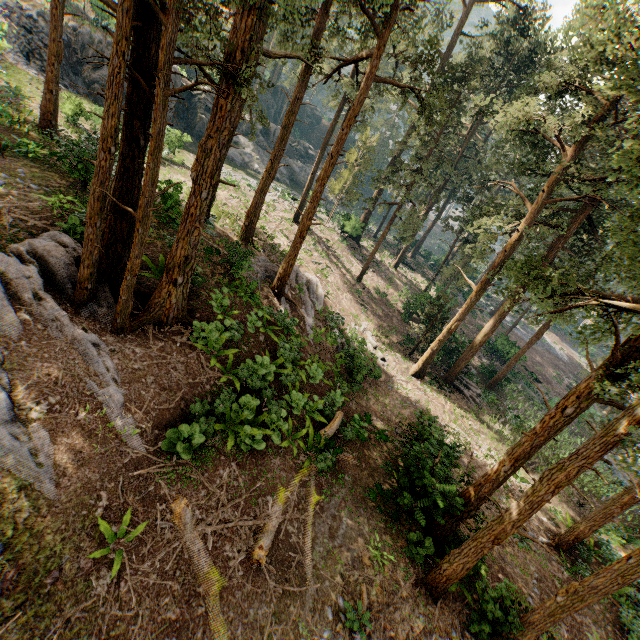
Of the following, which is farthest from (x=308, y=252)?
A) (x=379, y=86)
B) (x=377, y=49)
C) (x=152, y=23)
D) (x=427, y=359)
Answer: (x=152, y=23)

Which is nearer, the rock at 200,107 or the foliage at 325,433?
the foliage at 325,433

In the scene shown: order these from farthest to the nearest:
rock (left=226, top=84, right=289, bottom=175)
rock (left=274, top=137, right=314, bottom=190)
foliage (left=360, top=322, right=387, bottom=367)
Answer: rock (left=274, top=137, right=314, bottom=190) < rock (left=226, top=84, right=289, bottom=175) < foliage (left=360, top=322, right=387, bottom=367)

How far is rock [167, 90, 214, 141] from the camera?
36.64m

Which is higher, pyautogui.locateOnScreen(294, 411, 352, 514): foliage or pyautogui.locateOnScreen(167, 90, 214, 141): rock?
pyautogui.locateOnScreen(167, 90, 214, 141): rock

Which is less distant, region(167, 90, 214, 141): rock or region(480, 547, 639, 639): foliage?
region(480, 547, 639, 639): foliage
